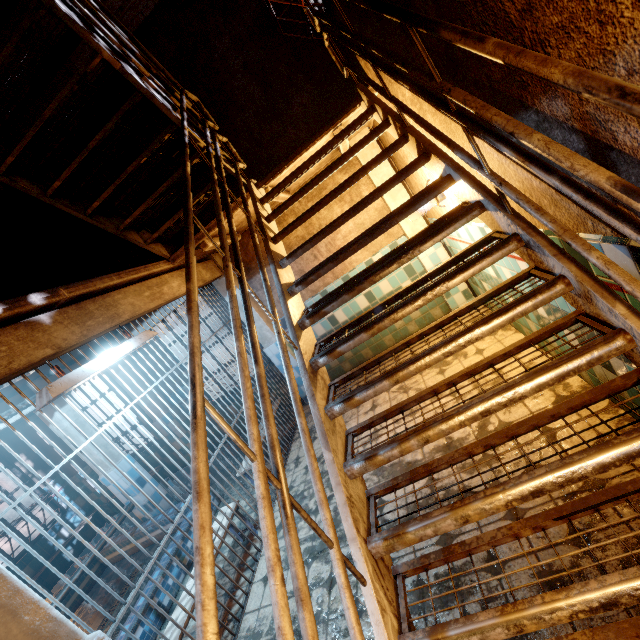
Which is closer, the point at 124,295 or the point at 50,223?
the point at 124,295

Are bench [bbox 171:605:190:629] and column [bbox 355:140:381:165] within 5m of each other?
yes

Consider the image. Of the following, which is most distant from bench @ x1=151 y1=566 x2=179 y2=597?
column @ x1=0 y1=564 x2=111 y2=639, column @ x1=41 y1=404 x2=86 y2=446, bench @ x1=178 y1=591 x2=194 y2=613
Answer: column @ x1=0 y1=564 x2=111 y2=639

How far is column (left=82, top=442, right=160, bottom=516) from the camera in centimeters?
482cm

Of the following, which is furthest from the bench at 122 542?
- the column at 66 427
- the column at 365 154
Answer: the column at 365 154

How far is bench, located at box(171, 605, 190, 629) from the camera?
2.51m

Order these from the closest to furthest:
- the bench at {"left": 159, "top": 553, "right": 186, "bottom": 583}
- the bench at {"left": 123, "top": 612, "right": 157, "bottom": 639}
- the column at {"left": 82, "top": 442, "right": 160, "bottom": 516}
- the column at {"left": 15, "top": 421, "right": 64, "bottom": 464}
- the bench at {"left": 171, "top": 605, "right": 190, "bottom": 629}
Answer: the bench at {"left": 171, "top": 605, "right": 190, "bottom": 629} → the bench at {"left": 123, "top": 612, "right": 157, "bottom": 639} → the bench at {"left": 159, "top": 553, "right": 186, "bottom": 583} → the column at {"left": 82, "top": 442, "right": 160, "bottom": 516} → the column at {"left": 15, "top": 421, "right": 64, "bottom": 464}

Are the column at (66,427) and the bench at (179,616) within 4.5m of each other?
yes
